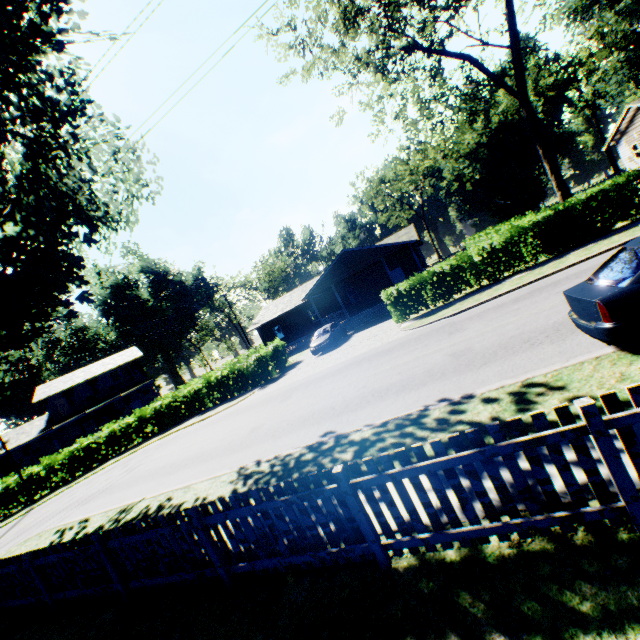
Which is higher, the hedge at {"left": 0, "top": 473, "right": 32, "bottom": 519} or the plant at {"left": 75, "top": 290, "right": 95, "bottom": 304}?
the plant at {"left": 75, "top": 290, "right": 95, "bottom": 304}

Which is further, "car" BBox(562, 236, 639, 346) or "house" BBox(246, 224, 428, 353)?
"house" BBox(246, 224, 428, 353)

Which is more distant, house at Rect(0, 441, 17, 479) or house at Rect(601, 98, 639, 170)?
house at Rect(0, 441, 17, 479)

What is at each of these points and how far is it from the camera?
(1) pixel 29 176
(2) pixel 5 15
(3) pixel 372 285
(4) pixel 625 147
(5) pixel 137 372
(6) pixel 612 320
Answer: (1) plant, 9.5 meters
(2) plant, 6.6 meters
(3) house, 32.8 meters
(4) house, 31.0 meters
(5) house, 40.7 meters
(6) car, 5.1 meters

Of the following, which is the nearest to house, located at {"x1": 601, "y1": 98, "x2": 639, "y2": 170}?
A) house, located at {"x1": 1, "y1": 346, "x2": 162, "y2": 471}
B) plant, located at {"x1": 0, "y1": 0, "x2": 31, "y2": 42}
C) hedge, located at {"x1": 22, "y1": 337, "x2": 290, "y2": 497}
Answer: plant, located at {"x1": 0, "y1": 0, "x2": 31, "y2": 42}

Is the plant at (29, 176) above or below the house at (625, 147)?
above

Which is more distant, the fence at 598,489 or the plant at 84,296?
the plant at 84,296

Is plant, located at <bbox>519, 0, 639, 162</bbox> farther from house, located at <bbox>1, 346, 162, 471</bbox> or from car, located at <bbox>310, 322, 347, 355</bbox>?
house, located at <bbox>1, 346, 162, 471</bbox>
